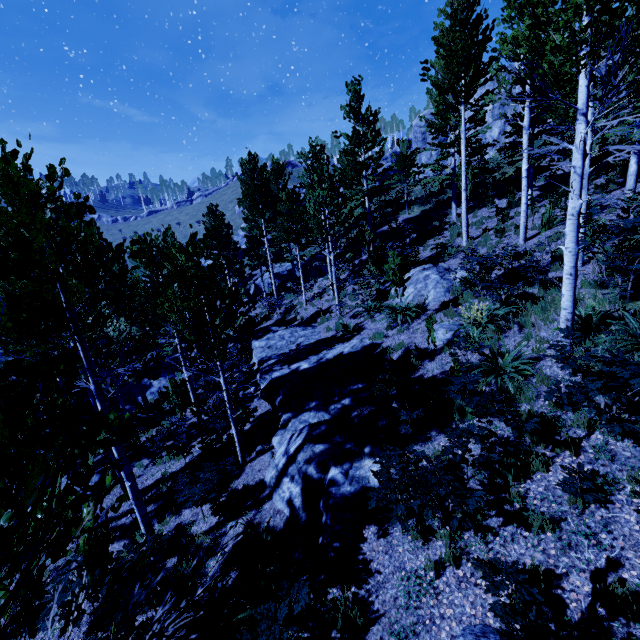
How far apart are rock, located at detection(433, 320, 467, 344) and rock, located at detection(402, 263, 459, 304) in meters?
2.2

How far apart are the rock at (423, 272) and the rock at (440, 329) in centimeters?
216cm

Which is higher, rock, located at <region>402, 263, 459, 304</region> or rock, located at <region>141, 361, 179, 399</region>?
rock, located at <region>402, 263, 459, 304</region>

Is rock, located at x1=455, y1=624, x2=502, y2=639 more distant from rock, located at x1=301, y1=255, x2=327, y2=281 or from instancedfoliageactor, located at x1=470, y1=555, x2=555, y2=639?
rock, located at x1=301, y1=255, x2=327, y2=281

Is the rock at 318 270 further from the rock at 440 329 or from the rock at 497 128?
the rock at 497 128

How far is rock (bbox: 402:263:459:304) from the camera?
12.3m

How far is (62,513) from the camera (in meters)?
1.66

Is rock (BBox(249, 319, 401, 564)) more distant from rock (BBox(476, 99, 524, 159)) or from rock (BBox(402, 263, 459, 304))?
rock (BBox(476, 99, 524, 159))
